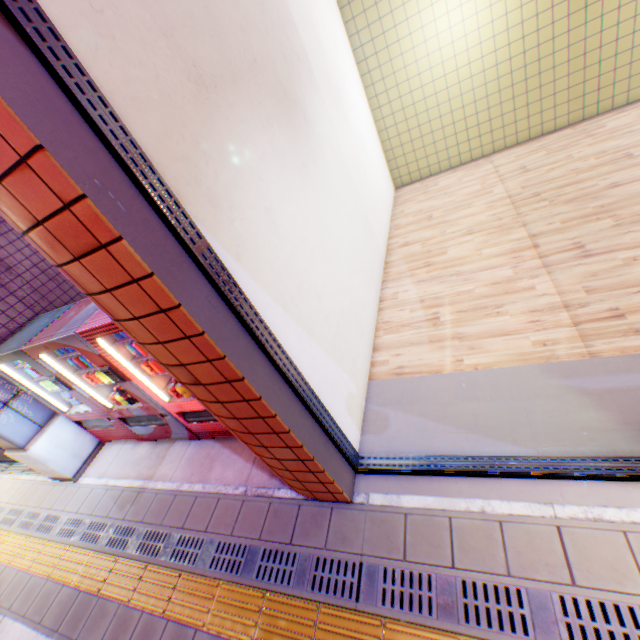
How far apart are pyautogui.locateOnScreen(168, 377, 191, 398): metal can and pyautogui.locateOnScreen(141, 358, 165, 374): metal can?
0.2m

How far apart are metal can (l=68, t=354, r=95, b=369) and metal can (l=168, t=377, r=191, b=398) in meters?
0.7

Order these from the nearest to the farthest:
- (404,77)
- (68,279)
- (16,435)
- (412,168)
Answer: (16,435) < (68,279) < (404,77) < (412,168)

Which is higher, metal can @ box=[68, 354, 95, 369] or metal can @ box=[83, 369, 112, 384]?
metal can @ box=[68, 354, 95, 369]

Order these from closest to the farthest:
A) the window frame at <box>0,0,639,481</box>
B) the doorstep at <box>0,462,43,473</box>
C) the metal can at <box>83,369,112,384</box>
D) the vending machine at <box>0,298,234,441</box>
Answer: the window frame at <box>0,0,639,481</box>, the vending machine at <box>0,298,234,441</box>, the metal can at <box>83,369,112,384</box>, the doorstep at <box>0,462,43,473</box>

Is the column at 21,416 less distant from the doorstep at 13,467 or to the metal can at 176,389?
the doorstep at 13,467

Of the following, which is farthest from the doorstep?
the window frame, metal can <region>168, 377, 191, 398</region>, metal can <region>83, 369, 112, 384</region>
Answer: the window frame

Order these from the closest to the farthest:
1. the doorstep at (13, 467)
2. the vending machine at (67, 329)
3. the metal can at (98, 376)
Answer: the vending machine at (67, 329) < the metal can at (98, 376) < the doorstep at (13, 467)
